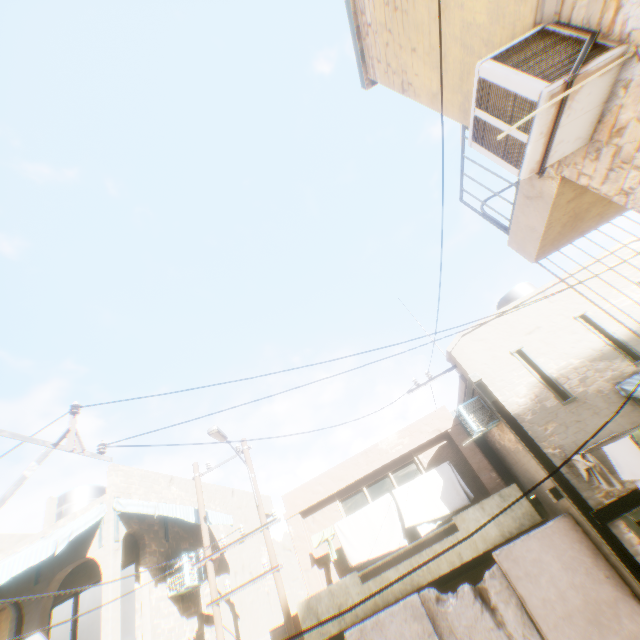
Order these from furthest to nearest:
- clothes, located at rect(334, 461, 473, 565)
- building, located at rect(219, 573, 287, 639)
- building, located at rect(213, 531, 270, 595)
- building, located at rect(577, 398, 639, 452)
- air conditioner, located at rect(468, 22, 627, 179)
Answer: building, located at rect(213, 531, 270, 595), building, located at rect(219, 573, 287, 639), clothes, located at rect(334, 461, 473, 565), building, located at rect(577, 398, 639, 452), air conditioner, located at rect(468, 22, 627, 179)

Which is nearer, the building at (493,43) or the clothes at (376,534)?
the building at (493,43)

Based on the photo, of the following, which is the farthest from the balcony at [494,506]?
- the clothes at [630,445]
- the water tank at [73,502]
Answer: the water tank at [73,502]

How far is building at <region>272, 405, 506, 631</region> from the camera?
10.1m

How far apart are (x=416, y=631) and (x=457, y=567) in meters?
1.7 m

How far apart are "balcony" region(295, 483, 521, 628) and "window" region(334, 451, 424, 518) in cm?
114

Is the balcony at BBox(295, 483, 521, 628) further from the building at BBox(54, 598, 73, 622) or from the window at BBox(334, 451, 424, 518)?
the window at BBox(334, 451, 424, 518)

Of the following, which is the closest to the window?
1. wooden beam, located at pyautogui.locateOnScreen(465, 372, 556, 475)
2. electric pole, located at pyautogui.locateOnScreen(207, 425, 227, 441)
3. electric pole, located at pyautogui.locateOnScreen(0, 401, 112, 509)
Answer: wooden beam, located at pyautogui.locateOnScreen(465, 372, 556, 475)
